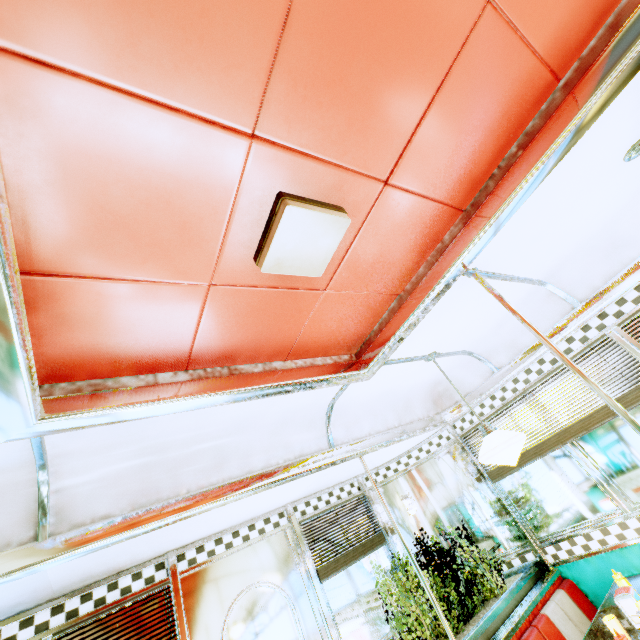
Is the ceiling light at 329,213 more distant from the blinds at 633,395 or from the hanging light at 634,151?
the blinds at 633,395

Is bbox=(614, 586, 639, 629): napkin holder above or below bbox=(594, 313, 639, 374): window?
below

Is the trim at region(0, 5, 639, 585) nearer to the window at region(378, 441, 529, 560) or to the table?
the window at region(378, 441, 529, 560)

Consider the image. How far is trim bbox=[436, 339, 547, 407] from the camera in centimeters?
320cm

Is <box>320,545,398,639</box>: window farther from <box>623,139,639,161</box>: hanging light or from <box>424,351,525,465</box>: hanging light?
<box>623,139,639,161</box>: hanging light

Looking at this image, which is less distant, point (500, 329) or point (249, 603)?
point (249, 603)

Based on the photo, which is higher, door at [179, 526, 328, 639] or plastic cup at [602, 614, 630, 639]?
door at [179, 526, 328, 639]

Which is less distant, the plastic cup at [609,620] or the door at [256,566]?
the plastic cup at [609,620]
